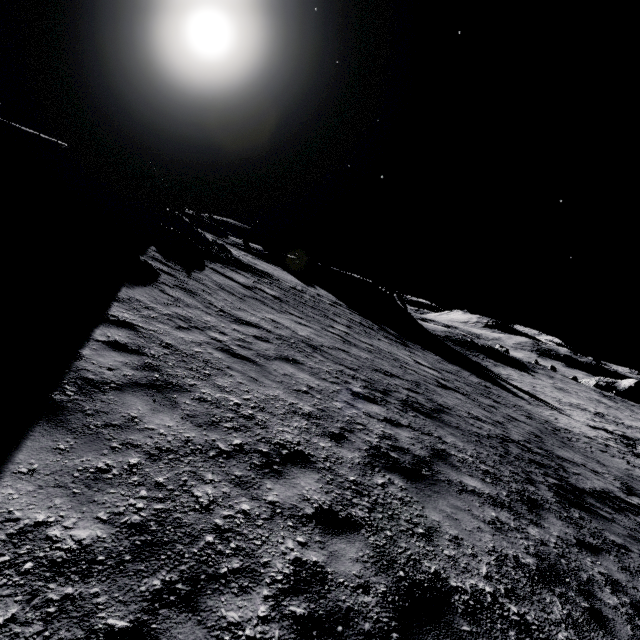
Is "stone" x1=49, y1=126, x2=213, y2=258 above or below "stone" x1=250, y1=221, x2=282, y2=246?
below

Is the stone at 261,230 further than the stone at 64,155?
Yes

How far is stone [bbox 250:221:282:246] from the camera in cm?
5807

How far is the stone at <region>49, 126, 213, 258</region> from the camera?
12.7m

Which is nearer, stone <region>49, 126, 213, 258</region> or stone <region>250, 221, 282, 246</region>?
stone <region>49, 126, 213, 258</region>

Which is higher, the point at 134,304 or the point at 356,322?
the point at 134,304

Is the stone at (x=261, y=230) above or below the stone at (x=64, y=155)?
above
